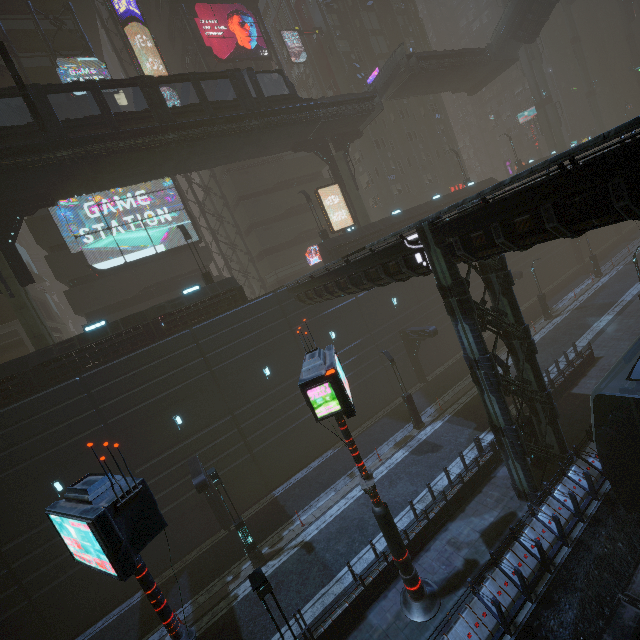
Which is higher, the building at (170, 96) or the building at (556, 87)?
the building at (170, 96)

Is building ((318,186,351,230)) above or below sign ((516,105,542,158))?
below

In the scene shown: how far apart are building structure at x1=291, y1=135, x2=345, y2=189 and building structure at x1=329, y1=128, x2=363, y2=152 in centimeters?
68cm

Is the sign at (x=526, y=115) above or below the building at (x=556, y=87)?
below

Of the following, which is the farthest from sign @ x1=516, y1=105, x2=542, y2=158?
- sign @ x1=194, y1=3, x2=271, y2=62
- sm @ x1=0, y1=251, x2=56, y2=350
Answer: sm @ x1=0, y1=251, x2=56, y2=350

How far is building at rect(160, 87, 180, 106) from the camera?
30.47m

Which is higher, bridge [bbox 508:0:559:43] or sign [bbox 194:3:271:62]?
sign [bbox 194:3:271:62]

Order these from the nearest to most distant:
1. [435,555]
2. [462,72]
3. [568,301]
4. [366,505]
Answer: [435,555]
[366,505]
[568,301]
[462,72]
